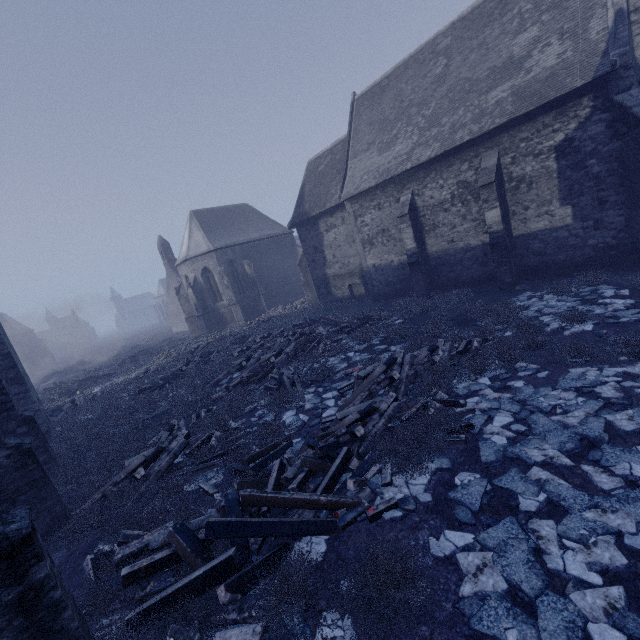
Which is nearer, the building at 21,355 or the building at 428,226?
the building at 21,355

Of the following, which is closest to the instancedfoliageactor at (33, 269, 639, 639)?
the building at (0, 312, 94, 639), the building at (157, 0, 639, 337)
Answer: the building at (157, 0, 639, 337)

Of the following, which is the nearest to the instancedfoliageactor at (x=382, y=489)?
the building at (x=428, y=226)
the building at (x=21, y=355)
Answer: the building at (x=428, y=226)

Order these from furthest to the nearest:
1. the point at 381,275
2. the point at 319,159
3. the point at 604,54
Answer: the point at 319,159 → the point at 381,275 → the point at 604,54

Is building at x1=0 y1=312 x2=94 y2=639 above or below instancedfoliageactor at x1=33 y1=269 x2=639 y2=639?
above

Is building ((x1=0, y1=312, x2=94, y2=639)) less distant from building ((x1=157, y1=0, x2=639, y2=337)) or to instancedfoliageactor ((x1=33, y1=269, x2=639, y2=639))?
instancedfoliageactor ((x1=33, y1=269, x2=639, y2=639))
